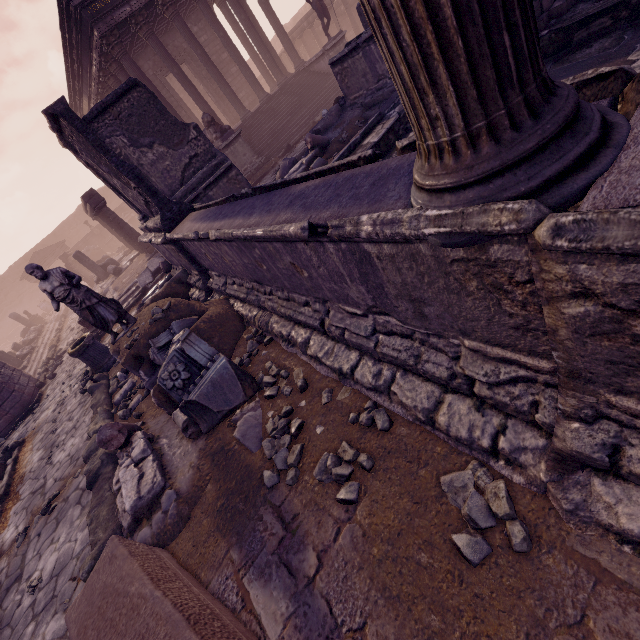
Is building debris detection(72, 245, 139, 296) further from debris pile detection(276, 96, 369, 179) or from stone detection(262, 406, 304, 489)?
stone detection(262, 406, 304, 489)

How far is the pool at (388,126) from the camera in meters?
5.9 m

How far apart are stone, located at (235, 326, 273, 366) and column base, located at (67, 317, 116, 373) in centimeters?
553cm

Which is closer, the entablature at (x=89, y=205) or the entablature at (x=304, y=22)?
the entablature at (x=89, y=205)

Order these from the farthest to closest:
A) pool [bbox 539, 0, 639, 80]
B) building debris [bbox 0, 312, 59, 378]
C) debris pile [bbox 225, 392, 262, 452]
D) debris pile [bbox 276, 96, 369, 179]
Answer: building debris [bbox 0, 312, 59, 378]
debris pile [bbox 276, 96, 369, 179]
pool [bbox 539, 0, 639, 80]
debris pile [bbox 225, 392, 262, 452]

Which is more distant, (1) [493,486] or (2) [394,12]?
(1) [493,486]

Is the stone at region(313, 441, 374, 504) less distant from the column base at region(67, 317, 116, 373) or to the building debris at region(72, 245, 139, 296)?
the column base at region(67, 317, 116, 373)

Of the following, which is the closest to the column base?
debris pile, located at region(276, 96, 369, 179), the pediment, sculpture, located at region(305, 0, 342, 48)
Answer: debris pile, located at region(276, 96, 369, 179)
